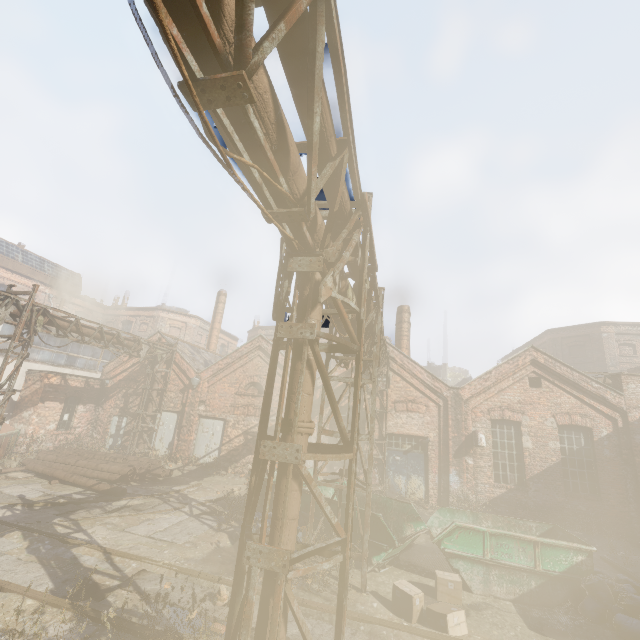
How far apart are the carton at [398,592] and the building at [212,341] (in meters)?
22.41

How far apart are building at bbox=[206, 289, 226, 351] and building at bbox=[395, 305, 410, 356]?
15.02m

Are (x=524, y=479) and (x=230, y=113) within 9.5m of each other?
no

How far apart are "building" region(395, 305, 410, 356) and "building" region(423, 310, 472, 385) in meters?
29.9 m

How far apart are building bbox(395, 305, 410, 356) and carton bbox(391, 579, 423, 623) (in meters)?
12.29

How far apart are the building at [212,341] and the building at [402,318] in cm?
1502

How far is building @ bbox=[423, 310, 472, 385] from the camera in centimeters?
4575cm

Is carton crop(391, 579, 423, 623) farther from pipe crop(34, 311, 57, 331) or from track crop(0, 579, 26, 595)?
pipe crop(34, 311, 57, 331)
